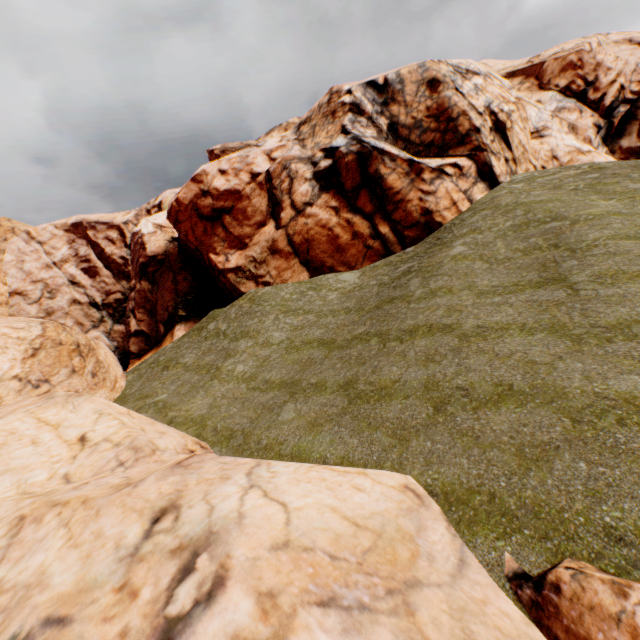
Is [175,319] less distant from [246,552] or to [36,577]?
[36,577]
